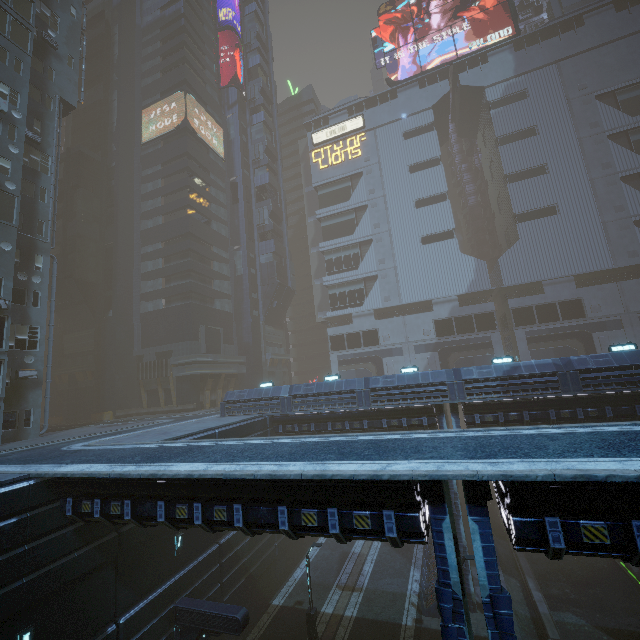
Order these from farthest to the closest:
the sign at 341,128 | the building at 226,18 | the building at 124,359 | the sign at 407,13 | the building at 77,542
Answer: the building at 226,18 → the sign at 341,128 → the sign at 407,13 → the building at 124,359 → the building at 77,542

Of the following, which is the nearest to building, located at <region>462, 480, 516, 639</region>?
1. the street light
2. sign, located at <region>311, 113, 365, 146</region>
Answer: sign, located at <region>311, 113, 365, 146</region>

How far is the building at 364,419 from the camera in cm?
2062

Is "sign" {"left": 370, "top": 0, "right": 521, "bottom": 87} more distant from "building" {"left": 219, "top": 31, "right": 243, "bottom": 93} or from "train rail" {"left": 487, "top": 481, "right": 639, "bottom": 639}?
"train rail" {"left": 487, "top": 481, "right": 639, "bottom": 639}

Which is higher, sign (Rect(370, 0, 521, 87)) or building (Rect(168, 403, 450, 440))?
sign (Rect(370, 0, 521, 87))

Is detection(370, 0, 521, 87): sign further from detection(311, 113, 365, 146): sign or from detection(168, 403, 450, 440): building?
detection(311, 113, 365, 146): sign

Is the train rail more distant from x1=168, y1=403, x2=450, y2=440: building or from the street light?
the street light

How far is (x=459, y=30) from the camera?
50.2 meters
